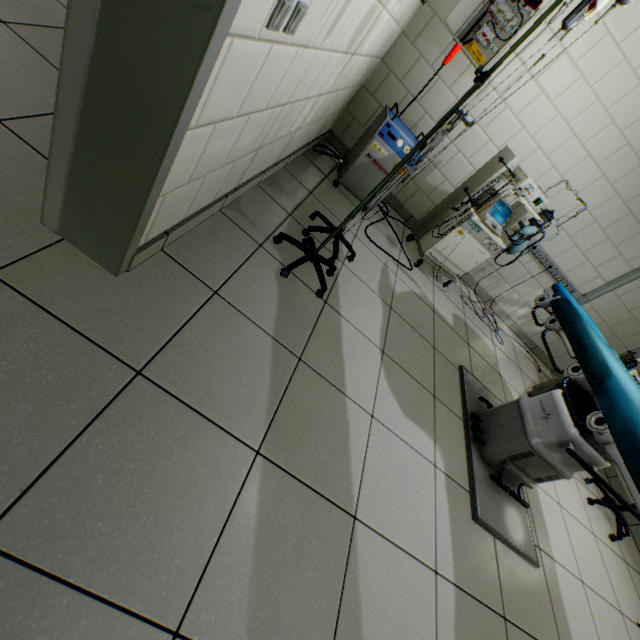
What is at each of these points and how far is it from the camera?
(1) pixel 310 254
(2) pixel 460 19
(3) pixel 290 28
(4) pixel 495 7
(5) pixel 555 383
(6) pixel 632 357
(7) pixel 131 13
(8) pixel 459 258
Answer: (1) drip stand, 1.9m
(2) electrical shield door, 2.5m
(3) switch, 0.9m
(4) electrical shield, 2.5m
(5) health monitor, 3.1m
(6) health monitor, 2.6m
(7) doorway, 0.7m
(8) artificialrespiration, 3.2m

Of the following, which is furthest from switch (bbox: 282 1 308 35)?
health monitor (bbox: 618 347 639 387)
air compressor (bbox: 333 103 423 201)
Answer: health monitor (bbox: 618 347 639 387)

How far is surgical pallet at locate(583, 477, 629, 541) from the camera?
2.77m

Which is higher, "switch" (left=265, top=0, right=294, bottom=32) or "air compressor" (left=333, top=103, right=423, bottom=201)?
"switch" (left=265, top=0, right=294, bottom=32)

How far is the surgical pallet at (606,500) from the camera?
2.8 meters

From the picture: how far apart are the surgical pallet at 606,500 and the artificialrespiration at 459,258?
2.1 meters

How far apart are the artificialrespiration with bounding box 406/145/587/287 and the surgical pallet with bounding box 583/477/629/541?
2.1m

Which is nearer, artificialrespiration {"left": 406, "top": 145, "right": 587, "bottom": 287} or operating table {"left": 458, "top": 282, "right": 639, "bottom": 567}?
operating table {"left": 458, "top": 282, "right": 639, "bottom": 567}
